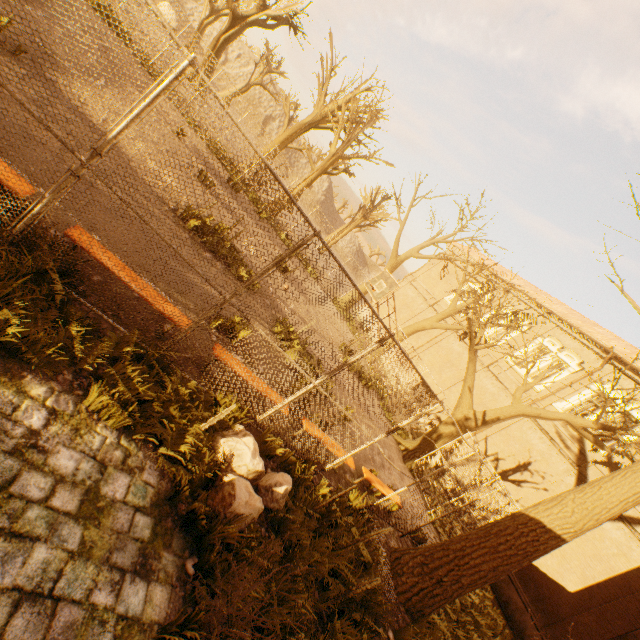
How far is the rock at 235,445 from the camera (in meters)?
3.83

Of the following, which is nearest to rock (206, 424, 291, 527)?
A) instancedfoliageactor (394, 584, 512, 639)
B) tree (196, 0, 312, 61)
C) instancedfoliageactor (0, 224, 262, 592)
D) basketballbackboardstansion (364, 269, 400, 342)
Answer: instancedfoliageactor (0, 224, 262, 592)

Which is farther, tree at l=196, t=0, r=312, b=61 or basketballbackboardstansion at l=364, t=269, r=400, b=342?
tree at l=196, t=0, r=312, b=61

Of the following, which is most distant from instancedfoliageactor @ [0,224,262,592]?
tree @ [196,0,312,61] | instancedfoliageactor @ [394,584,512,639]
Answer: instancedfoliageactor @ [394,584,512,639]

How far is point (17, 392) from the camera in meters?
2.9 m

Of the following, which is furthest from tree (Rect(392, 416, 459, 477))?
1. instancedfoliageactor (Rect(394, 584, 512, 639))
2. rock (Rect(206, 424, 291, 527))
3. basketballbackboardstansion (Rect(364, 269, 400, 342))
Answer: rock (Rect(206, 424, 291, 527))

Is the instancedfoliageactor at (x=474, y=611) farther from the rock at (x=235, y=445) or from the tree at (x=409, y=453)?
the rock at (x=235, y=445)
